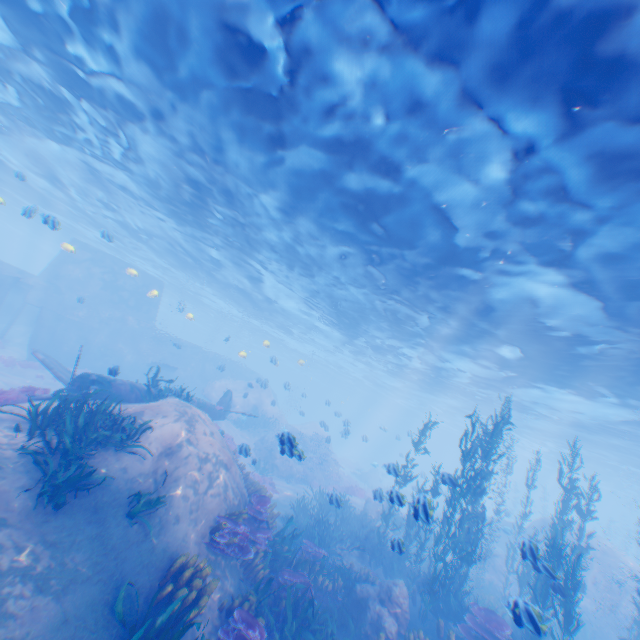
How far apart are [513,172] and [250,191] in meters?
10.1 m

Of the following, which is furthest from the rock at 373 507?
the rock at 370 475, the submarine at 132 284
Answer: the rock at 370 475

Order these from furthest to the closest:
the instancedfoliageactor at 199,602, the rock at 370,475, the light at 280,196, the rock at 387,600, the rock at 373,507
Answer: the rock at 370,475 → the rock at 373,507 → the rock at 387,600 → the light at 280,196 → the instancedfoliageactor at 199,602

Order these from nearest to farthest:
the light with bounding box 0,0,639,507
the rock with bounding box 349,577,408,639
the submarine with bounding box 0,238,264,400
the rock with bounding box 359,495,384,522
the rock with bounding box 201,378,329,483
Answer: the light with bounding box 0,0,639,507 → the rock with bounding box 349,577,408,639 → the rock with bounding box 359,495,384,522 → the rock with bounding box 201,378,329,483 → the submarine with bounding box 0,238,264,400

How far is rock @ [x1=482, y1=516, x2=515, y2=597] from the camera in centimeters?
1794cm

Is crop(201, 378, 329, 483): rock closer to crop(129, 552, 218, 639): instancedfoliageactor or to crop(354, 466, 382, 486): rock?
crop(129, 552, 218, 639): instancedfoliageactor

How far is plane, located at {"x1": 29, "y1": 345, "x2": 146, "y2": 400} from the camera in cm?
1102
